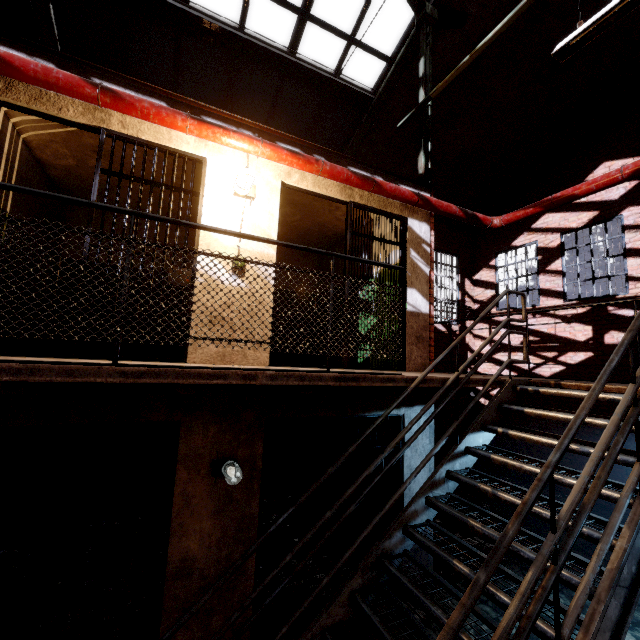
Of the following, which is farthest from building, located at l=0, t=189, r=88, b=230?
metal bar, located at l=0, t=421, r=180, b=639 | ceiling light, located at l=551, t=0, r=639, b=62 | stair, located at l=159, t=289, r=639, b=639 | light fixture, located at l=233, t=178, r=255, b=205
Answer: ceiling light, located at l=551, t=0, r=639, b=62

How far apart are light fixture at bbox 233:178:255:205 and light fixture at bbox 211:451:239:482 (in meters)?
2.99

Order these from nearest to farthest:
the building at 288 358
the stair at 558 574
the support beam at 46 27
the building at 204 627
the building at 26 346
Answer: the stair at 558 574
the building at 204 627
the building at 26 346
the support beam at 46 27
the building at 288 358

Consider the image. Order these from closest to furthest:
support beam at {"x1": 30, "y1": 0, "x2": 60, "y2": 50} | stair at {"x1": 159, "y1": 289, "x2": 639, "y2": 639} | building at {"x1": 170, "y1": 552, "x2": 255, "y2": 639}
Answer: stair at {"x1": 159, "y1": 289, "x2": 639, "y2": 639}, building at {"x1": 170, "y1": 552, "x2": 255, "y2": 639}, support beam at {"x1": 30, "y1": 0, "x2": 60, "y2": 50}

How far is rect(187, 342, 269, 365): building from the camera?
3.5m

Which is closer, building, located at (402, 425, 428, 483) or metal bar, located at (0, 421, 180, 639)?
metal bar, located at (0, 421, 180, 639)

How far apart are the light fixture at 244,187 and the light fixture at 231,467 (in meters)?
2.99

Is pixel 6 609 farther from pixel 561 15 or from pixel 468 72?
pixel 561 15
